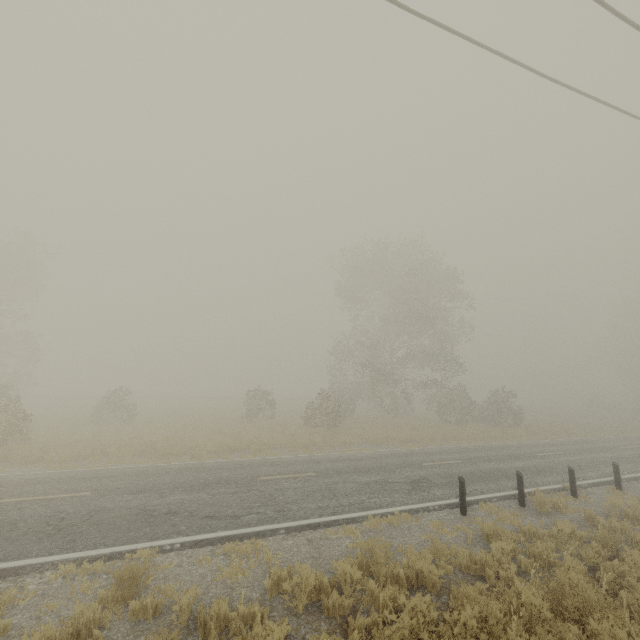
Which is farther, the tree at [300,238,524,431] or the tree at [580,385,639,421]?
the tree at [580,385,639,421]

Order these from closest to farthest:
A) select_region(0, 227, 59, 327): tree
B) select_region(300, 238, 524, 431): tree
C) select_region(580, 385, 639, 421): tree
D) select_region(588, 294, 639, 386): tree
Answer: select_region(300, 238, 524, 431): tree, select_region(0, 227, 59, 327): tree, select_region(580, 385, 639, 421): tree, select_region(588, 294, 639, 386): tree

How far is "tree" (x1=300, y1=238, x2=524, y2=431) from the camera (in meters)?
27.36

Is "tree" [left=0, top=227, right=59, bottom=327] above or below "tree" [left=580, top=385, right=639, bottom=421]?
above

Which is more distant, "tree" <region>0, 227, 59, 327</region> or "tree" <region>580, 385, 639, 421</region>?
"tree" <region>580, 385, 639, 421</region>

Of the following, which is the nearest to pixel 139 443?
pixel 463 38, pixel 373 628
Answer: pixel 373 628

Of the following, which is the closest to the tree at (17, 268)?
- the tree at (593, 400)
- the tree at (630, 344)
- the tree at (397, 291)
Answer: the tree at (397, 291)

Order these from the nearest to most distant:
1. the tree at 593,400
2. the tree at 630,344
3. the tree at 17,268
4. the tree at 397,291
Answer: the tree at 397,291
the tree at 17,268
the tree at 593,400
the tree at 630,344
